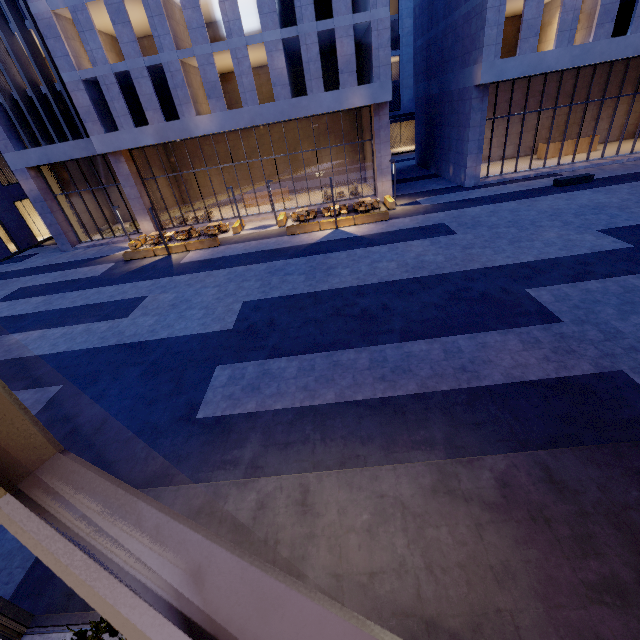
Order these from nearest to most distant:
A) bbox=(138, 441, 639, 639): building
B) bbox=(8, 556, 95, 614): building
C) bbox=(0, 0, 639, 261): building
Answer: bbox=(138, 441, 639, 639): building < bbox=(8, 556, 95, 614): building < bbox=(0, 0, 639, 261): building

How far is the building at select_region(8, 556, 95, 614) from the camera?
4.6m

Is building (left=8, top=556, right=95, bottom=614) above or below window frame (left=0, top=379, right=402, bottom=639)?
below

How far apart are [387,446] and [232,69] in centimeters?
2884cm

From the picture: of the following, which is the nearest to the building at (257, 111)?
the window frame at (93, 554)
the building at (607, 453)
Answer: the building at (607, 453)

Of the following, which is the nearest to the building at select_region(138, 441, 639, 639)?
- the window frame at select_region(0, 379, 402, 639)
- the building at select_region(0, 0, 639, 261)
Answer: the window frame at select_region(0, 379, 402, 639)

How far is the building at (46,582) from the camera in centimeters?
464cm
